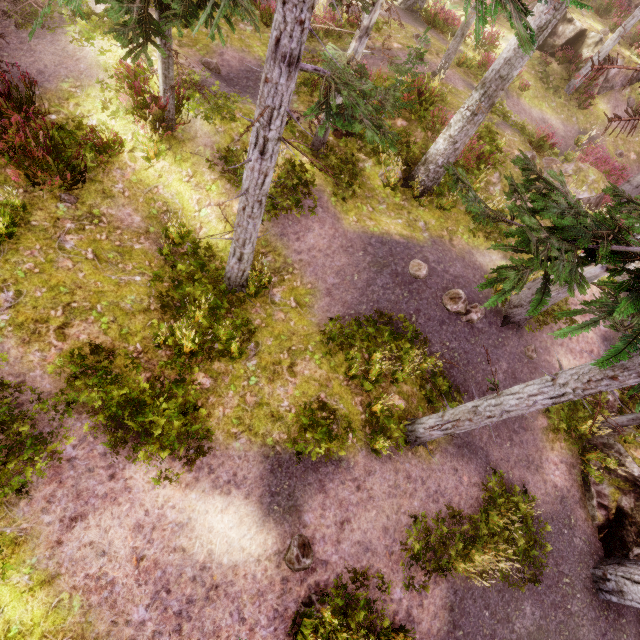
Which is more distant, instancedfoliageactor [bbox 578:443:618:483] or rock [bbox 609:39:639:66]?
rock [bbox 609:39:639:66]

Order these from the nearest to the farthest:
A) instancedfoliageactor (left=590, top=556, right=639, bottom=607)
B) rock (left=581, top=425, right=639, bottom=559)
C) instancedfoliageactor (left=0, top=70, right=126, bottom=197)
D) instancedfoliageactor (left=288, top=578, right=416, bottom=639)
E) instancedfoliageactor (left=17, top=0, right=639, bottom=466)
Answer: instancedfoliageactor (left=17, top=0, right=639, bottom=466), instancedfoliageactor (left=288, top=578, right=416, bottom=639), instancedfoliageactor (left=0, top=70, right=126, bottom=197), instancedfoliageactor (left=590, top=556, right=639, bottom=607), rock (left=581, top=425, right=639, bottom=559)

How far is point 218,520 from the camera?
6.2 meters

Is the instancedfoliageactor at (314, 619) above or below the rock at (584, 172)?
below

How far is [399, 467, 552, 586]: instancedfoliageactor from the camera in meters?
7.1 m

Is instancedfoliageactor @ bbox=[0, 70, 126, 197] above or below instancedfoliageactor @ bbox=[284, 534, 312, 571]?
above

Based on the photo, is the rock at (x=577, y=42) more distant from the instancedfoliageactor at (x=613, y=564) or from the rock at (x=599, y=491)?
the rock at (x=599, y=491)
